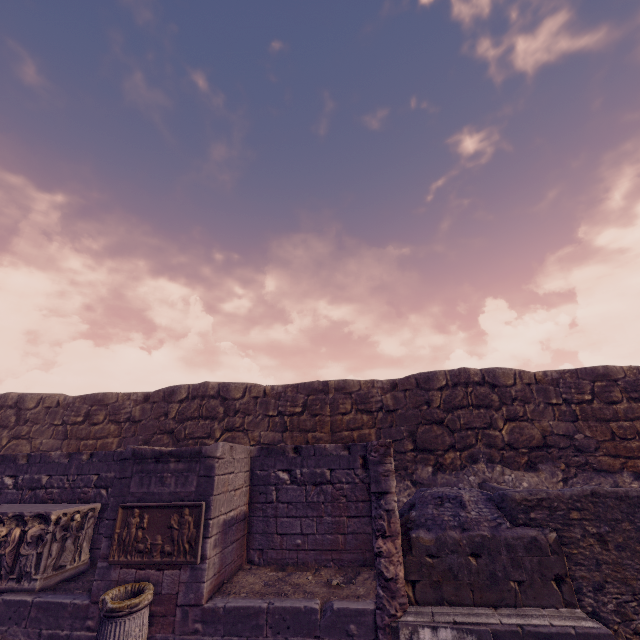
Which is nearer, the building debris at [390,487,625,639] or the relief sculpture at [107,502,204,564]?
the building debris at [390,487,625,639]

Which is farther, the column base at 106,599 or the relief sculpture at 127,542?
the relief sculpture at 127,542

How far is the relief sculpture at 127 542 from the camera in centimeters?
522cm

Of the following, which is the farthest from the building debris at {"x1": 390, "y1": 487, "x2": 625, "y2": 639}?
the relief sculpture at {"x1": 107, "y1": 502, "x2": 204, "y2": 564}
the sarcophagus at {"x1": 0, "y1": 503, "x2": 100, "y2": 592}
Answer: the sarcophagus at {"x1": 0, "y1": 503, "x2": 100, "y2": 592}

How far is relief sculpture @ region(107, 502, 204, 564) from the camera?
5.2 meters

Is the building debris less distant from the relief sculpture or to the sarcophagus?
the relief sculpture

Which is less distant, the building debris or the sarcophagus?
the building debris

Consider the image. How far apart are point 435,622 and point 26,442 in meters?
13.9
